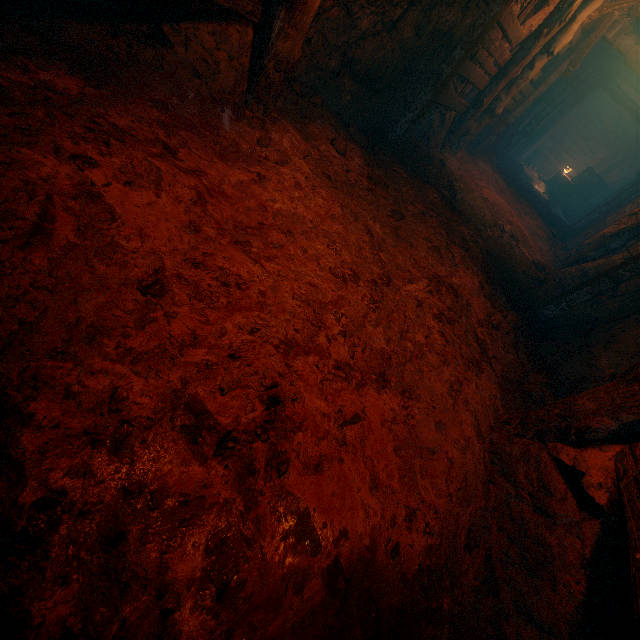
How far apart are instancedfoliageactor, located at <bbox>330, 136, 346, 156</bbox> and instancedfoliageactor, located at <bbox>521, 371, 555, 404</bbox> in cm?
365

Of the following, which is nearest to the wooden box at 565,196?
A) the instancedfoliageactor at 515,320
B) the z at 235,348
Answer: the z at 235,348

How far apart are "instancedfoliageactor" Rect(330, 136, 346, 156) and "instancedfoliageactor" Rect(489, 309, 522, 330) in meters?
2.9 m

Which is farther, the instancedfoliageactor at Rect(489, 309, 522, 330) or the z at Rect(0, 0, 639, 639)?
the instancedfoliageactor at Rect(489, 309, 522, 330)

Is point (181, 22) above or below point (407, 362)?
above

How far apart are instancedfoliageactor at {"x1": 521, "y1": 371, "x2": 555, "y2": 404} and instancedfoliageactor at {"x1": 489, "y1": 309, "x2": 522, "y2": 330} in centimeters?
65cm

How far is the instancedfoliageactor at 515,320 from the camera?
4.0m

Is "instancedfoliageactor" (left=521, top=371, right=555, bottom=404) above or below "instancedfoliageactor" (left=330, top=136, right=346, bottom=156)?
below
